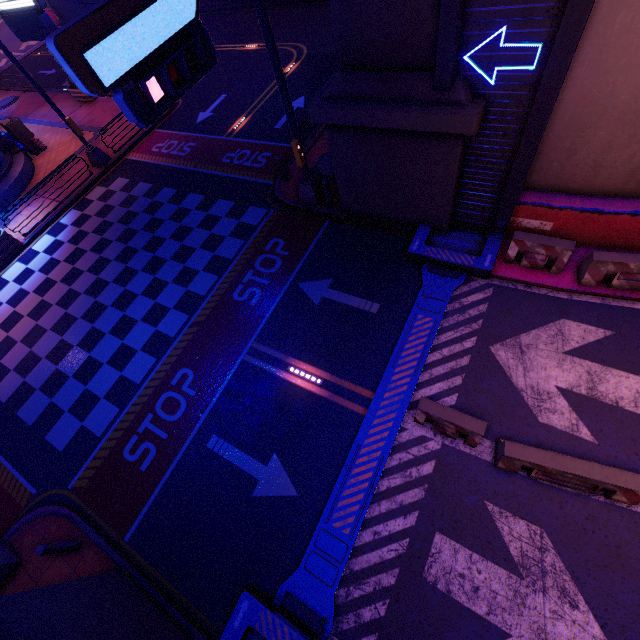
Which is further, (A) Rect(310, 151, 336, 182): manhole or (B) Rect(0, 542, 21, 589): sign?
(A) Rect(310, 151, 336, 182): manhole

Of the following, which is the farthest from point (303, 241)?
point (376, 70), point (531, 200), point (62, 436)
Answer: point (62, 436)

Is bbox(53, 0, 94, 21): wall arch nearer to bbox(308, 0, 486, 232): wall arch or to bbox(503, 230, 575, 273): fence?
bbox(308, 0, 486, 232): wall arch

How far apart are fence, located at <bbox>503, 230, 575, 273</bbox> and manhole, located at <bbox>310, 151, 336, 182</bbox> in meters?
6.5 m

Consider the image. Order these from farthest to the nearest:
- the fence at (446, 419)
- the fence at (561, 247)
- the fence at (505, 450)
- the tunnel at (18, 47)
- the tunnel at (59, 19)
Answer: the tunnel at (59, 19)
the tunnel at (18, 47)
the fence at (561, 247)
the fence at (446, 419)
the fence at (505, 450)

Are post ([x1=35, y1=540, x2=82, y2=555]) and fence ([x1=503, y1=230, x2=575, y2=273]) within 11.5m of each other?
no

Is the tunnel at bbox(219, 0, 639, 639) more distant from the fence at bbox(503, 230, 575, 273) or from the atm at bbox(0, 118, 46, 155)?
the atm at bbox(0, 118, 46, 155)

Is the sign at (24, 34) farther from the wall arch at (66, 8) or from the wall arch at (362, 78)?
the wall arch at (66, 8)
